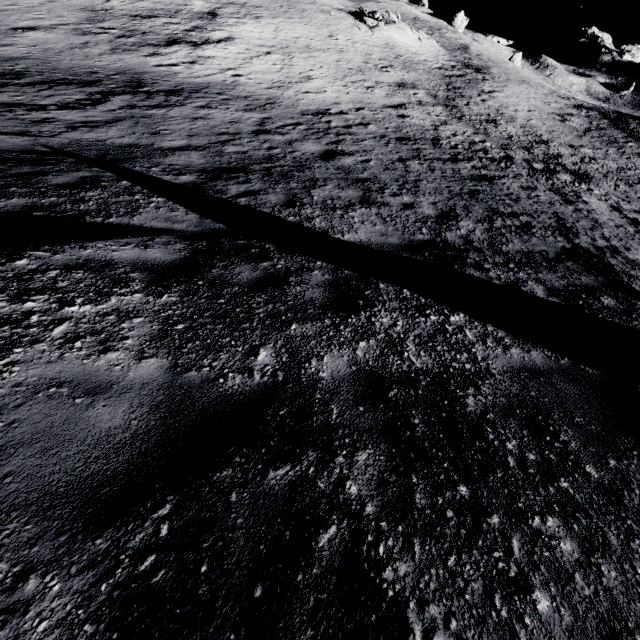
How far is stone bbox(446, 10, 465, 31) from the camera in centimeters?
5800cm

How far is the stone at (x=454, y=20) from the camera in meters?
58.0 m

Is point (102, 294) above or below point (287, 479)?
below
